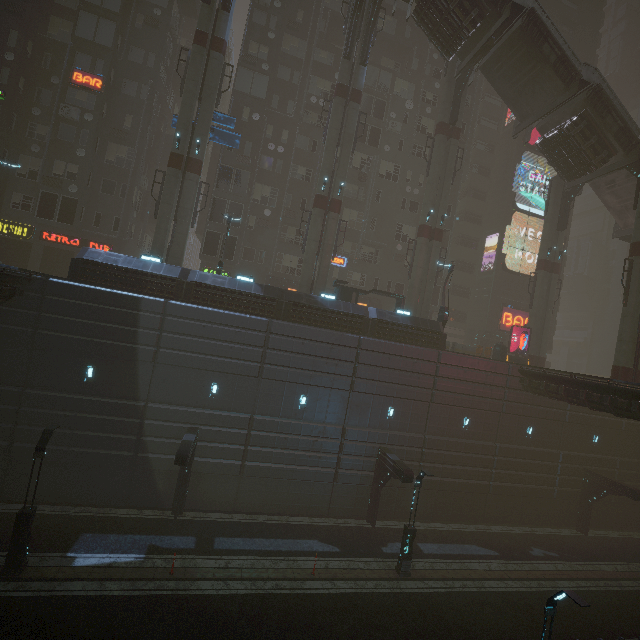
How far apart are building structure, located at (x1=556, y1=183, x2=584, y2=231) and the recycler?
12.1m

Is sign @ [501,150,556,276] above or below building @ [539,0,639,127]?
below

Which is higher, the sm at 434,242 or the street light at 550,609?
the sm at 434,242

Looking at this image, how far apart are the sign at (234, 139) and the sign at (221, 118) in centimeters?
17cm

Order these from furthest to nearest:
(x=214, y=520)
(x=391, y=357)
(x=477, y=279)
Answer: (x=477, y=279), (x=391, y=357), (x=214, y=520)

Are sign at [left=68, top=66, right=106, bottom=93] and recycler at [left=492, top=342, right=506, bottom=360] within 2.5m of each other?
no

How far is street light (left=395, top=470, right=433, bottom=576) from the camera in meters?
16.6

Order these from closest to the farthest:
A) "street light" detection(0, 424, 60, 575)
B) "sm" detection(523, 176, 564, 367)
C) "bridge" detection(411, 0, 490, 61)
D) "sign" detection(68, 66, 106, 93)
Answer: "street light" detection(0, 424, 60, 575) < "bridge" detection(411, 0, 490, 61) < "sign" detection(68, 66, 106, 93) < "sm" detection(523, 176, 564, 367)
